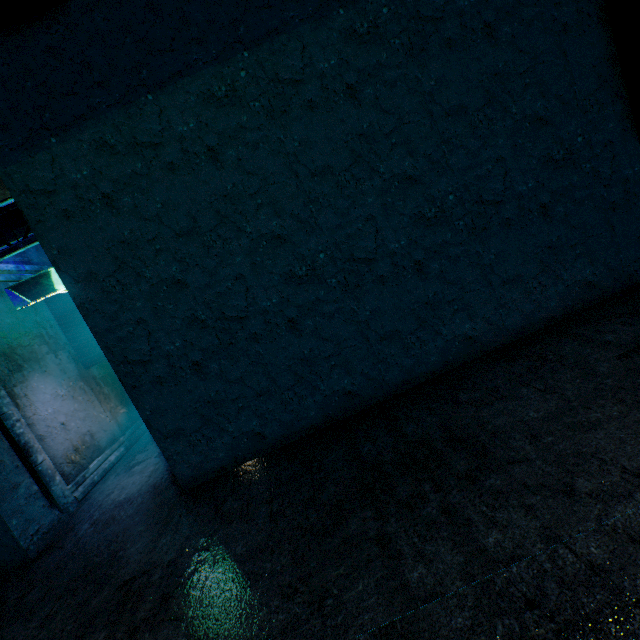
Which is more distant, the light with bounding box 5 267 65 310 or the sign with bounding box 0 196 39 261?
the light with bounding box 5 267 65 310

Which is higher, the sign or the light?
the sign

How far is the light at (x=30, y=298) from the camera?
4.0m

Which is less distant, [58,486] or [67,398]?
[58,486]

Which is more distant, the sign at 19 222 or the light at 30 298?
the light at 30 298

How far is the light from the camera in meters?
4.0 m
